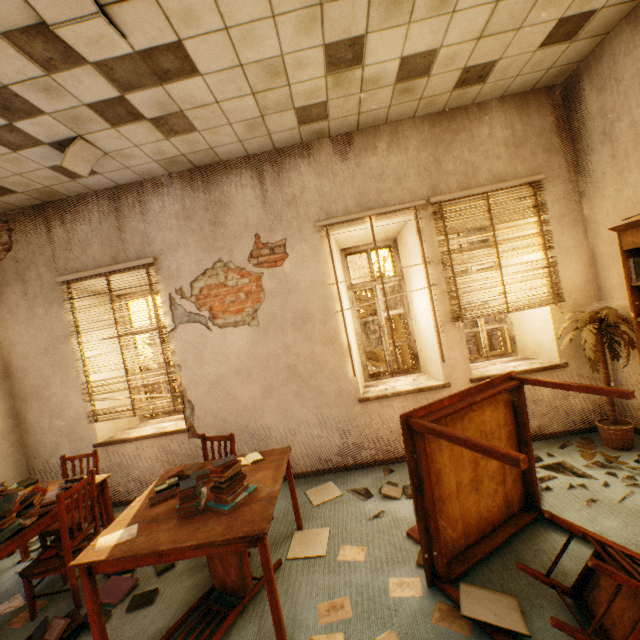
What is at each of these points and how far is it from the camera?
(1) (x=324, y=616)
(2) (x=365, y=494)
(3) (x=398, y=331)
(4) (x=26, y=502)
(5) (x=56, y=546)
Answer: (1) paper, 2.09m
(2) glass debris, 3.35m
(3) tree, 9.94m
(4) book, 2.64m
(5) book, 2.75m

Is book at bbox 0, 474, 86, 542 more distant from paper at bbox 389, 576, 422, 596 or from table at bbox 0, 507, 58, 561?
paper at bbox 389, 576, 422, 596

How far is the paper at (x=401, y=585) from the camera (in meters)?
2.14

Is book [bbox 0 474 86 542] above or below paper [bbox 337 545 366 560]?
above

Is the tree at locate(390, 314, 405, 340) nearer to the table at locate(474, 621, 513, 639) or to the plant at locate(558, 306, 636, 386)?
the plant at locate(558, 306, 636, 386)

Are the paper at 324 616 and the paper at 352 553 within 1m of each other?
yes

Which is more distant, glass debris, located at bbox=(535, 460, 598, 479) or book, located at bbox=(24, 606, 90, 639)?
glass debris, located at bbox=(535, 460, 598, 479)

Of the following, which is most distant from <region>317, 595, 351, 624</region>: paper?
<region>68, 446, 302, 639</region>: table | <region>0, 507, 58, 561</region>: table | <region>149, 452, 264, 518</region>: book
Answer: <region>0, 507, 58, 561</region>: table
